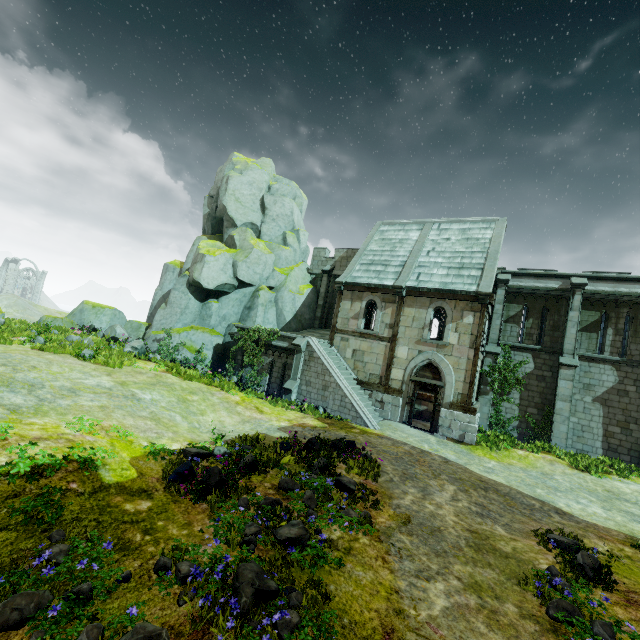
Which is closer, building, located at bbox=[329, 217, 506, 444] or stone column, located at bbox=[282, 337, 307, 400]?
building, located at bbox=[329, 217, 506, 444]

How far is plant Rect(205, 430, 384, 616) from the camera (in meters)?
4.60

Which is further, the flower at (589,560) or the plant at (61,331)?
the plant at (61,331)

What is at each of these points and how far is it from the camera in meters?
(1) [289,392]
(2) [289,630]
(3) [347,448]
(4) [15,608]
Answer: (1) stone column, 17.5
(2) flower, 3.9
(3) plant, 11.3
(4) plant, 3.4

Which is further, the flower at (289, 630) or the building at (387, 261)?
the building at (387, 261)

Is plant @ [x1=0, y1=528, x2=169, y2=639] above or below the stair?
below

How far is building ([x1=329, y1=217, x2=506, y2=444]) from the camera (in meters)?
16.33

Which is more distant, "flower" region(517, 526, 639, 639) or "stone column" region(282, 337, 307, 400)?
"stone column" region(282, 337, 307, 400)
